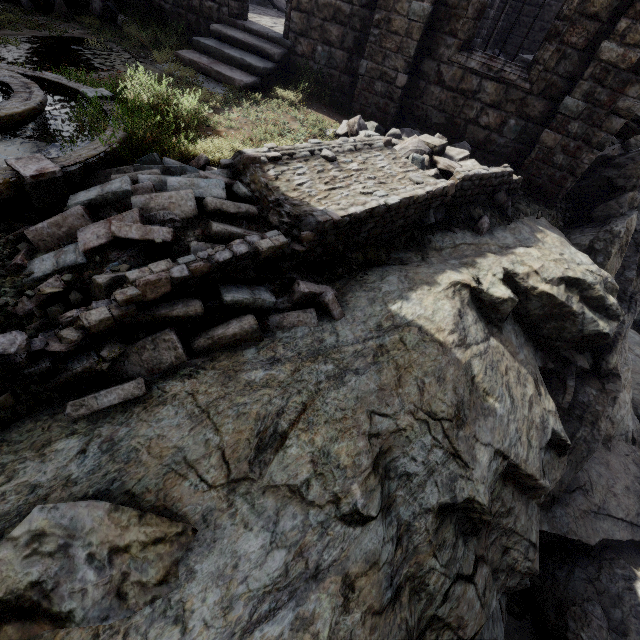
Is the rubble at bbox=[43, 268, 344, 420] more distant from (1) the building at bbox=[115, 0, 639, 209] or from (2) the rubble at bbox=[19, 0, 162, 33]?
(2) the rubble at bbox=[19, 0, 162, 33]

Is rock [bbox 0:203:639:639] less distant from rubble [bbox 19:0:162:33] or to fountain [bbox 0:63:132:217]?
fountain [bbox 0:63:132:217]

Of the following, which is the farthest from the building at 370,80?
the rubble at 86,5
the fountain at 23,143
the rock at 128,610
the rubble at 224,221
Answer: the rubble at 86,5

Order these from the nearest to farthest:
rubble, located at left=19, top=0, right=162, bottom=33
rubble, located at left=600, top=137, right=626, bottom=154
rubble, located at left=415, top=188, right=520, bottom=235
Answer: rubble, located at left=415, top=188, right=520, bottom=235
rubble, located at left=19, top=0, right=162, bottom=33
rubble, located at left=600, top=137, right=626, bottom=154

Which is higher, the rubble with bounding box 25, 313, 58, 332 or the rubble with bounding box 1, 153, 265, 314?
the rubble with bounding box 1, 153, 265, 314

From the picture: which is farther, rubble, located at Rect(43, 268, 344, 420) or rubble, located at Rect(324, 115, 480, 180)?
rubble, located at Rect(324, 115, 480, 180)

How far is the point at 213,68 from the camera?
8.7 meters

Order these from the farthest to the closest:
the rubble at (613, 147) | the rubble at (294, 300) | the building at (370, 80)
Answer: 1. the rubble at (613, 147)
2. the building at (370, 80)
3. the rubble at (294, 300)
